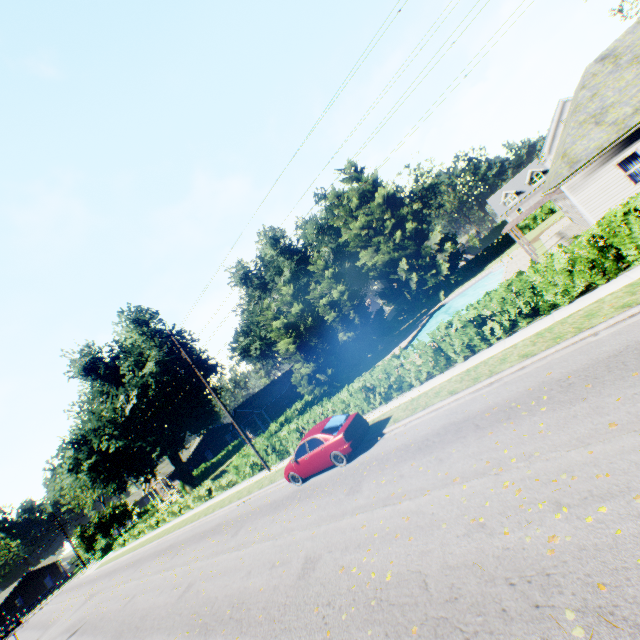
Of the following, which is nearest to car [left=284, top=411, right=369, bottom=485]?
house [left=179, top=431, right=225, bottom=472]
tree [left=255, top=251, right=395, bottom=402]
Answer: tree [left=255, top=251, right=395, bottom=402]

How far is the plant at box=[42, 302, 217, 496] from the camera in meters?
33.6 m

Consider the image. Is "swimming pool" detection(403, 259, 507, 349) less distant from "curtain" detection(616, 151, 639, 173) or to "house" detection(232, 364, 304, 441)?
"curtain" detection(616, 151, 639, 173)

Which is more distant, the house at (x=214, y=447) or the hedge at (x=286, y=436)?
the house at (x=214, y=447)

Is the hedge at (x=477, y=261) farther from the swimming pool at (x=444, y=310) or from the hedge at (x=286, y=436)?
the hedge at (x=286, y=436)

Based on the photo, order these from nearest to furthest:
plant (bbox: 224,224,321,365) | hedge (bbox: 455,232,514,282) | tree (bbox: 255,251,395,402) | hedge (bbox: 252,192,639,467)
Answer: hedge (bbox: 252,192,639,467) → tree (bbox: 255,251,395,402) → hedge (bbox: 455,232,514,282) → plant (bbox: 224,224,321,365)

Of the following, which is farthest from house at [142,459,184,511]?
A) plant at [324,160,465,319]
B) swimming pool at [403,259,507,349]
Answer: swimming pool at [403,259,507,349]

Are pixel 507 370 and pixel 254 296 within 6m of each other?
no
